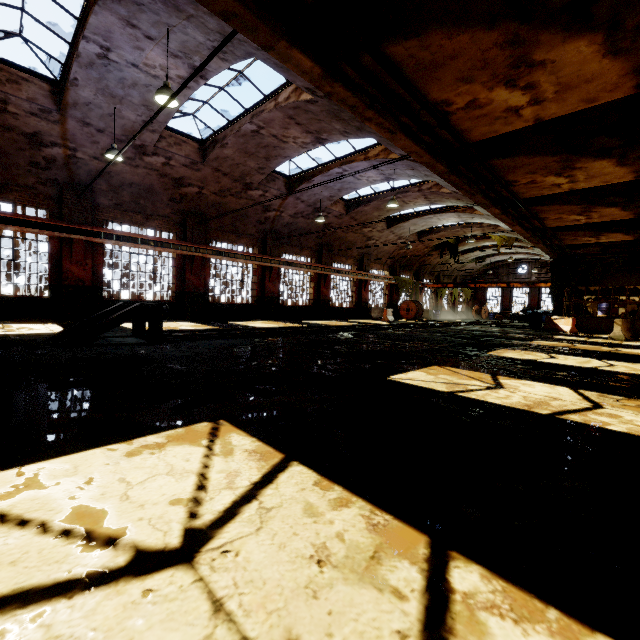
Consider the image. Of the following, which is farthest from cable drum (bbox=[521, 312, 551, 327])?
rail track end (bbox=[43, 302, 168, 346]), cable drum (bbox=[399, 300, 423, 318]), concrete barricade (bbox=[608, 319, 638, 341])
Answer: rail track end (bbox=[43, 302, 168, 346])

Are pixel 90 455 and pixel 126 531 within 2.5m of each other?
yes

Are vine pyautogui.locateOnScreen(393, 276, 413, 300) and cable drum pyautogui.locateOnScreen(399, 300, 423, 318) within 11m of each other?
yes

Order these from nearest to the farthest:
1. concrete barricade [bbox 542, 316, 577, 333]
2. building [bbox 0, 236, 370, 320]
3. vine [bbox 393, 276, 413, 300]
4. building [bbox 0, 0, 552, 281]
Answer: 1. building [bbox 0, 0, 552, 281]
2. building [bbox 0, 236, 370, 320]
3. concrete barricade [bbox 542, 316, 577, 333]
4. vine [bbox 393, 276, 413, 300]

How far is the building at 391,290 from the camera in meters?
30.9 m

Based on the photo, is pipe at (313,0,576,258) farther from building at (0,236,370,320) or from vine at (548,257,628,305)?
building at (0,236,370,320)

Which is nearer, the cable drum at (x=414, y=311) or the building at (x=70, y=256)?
the building at (x=70, y=256)

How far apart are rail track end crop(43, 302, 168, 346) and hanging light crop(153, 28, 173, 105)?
4.9m
